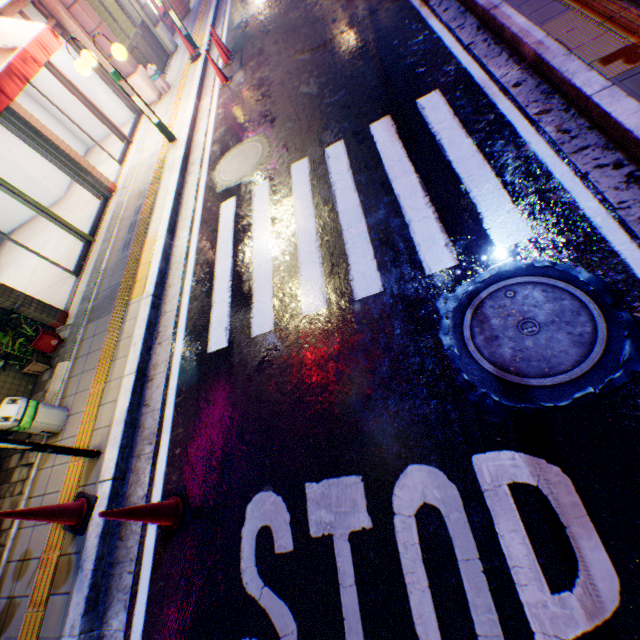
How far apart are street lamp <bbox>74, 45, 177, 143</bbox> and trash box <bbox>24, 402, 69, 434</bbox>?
6.5m

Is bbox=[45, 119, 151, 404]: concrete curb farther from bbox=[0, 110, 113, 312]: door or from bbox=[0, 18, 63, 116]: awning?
bbox=[0, 18, 63, 116]: awning

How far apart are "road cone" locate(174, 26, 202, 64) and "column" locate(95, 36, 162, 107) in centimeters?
128cm

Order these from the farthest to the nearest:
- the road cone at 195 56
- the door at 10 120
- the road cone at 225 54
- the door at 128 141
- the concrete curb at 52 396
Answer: the road cone at 195 56 → the road cone at 225 54 → the door at 128 141 → the door at 10 120 → the concrete curb at 52 396

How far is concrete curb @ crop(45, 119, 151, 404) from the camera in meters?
5.3 m

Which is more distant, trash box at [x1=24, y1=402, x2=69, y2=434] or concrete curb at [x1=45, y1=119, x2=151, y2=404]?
concrete curb at [x1=45, y1=119, x2=151, y2=404]

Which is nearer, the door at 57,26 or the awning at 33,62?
the awning at 33,62

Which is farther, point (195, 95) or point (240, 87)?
point (195, 95)
